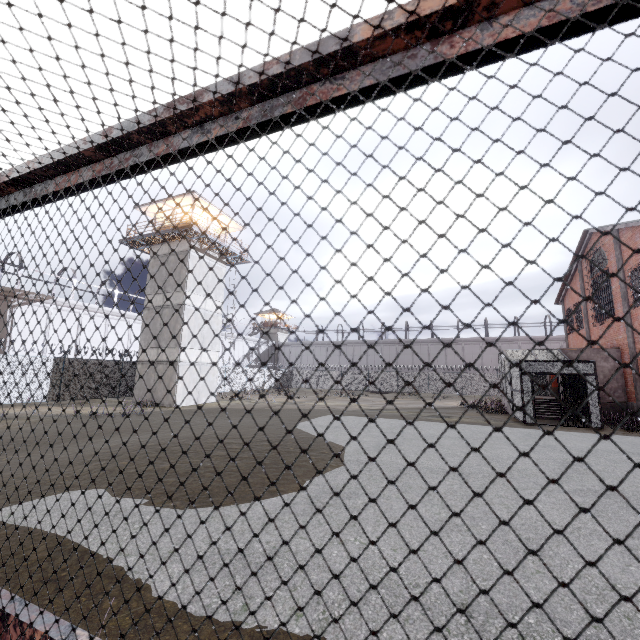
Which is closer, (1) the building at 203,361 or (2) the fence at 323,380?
(1) the building at 203,361

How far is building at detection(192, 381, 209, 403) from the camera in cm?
2306

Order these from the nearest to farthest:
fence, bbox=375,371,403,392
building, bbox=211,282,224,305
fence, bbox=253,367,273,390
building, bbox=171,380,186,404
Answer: building, bbox=171,380,186,404 < building, bbox=211,282,224,305 < fence, bbox=253,367,273,390 < fence, bbox=375,371,403,392

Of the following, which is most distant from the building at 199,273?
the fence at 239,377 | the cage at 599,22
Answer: the cage at 599,22

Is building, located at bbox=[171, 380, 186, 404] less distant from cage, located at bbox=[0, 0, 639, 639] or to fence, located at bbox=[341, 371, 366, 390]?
fence, located at bbox=[341, 371, 366, 390]

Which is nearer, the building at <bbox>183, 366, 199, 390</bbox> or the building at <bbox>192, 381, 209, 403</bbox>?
the building at <bbox>183, 366, 199, 390</bbox>

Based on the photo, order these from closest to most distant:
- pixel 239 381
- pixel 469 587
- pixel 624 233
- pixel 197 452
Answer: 1. pixel 469 587
2. pixel 197 452
3. pixel 624 233
4. pixel 239 381
